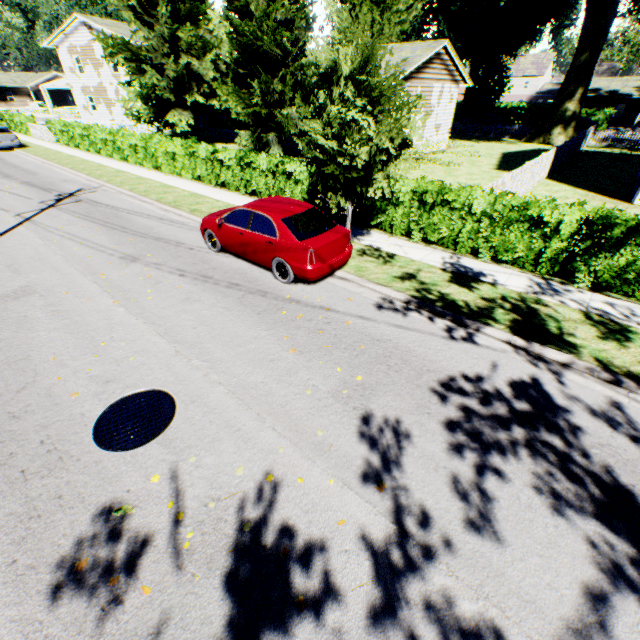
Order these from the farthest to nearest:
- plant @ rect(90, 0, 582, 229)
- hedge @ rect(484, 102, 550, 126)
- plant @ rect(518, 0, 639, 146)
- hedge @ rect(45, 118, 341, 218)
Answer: hedge @ rect(484, 102, 550, 126), plant @ rect(518, 0, 639, 146), hedge @ rect(45, 118, 341, 218), plant @ rect(90, 0, 582, 229)

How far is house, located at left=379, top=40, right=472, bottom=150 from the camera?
20.08m

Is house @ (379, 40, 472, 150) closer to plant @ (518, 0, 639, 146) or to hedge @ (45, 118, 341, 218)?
plant @ (518, 0, 639, 146)

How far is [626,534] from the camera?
3.6 meters

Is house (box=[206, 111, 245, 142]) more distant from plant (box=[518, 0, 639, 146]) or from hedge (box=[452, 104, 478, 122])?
hedge (box=[452, 104, 478, 122])

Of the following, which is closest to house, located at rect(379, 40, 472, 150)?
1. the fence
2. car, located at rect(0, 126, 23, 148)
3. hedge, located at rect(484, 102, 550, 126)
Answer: the fence

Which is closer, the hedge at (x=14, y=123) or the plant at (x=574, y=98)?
the plant at (x=574, y=98)

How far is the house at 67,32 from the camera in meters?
32.8 m
